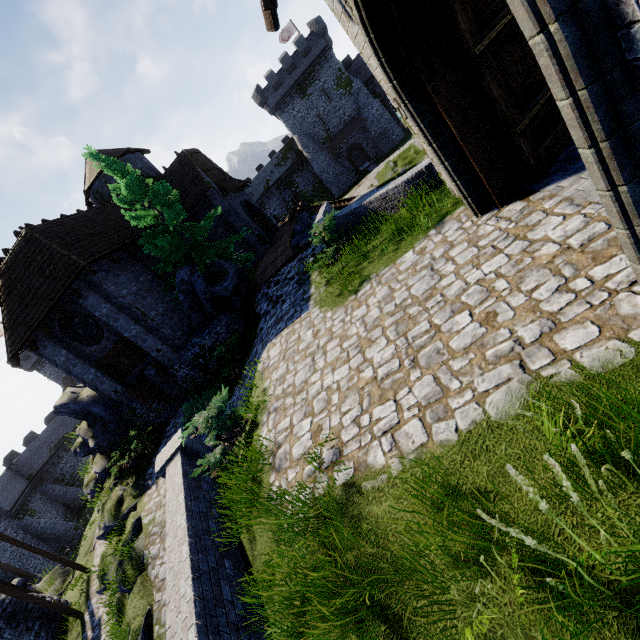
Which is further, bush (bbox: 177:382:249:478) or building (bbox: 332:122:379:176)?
building (bbox: 332:122:379:176)

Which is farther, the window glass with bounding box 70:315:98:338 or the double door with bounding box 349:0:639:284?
the window glass with bounding box 70:315:98:338

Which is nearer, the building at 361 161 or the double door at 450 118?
the double door at 450 118

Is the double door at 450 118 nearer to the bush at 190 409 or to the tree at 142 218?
the bush at 190 409

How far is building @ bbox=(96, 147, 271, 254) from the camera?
23.27m

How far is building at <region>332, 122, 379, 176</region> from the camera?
43.8 meters

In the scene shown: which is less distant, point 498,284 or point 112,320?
point 498,284

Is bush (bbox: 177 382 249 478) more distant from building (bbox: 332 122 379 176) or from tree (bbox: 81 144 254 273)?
building (bbox: 332 122 379 176)
